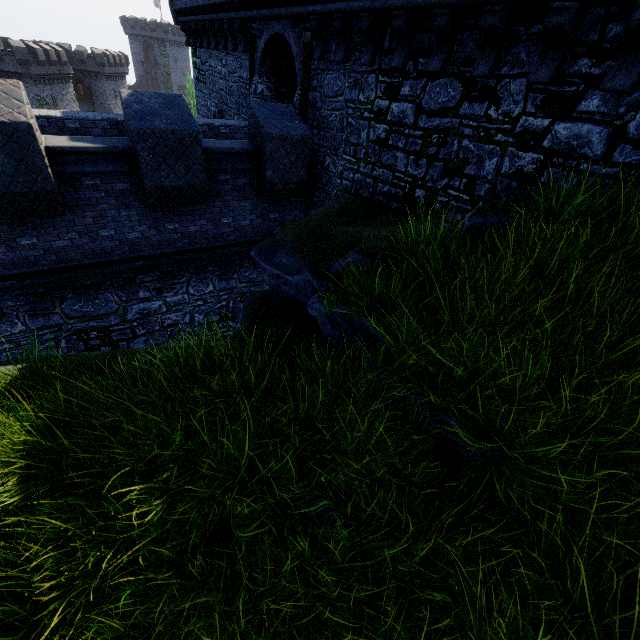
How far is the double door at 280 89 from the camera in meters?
11.5

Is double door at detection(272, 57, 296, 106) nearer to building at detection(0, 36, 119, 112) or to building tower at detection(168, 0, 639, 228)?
building tower at detection(168, 0, 639, 228)

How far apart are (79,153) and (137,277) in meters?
3.4

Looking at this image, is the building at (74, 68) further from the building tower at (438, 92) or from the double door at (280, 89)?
the double door at (280, 89)

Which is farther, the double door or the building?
the building

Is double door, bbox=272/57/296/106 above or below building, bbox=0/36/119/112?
above

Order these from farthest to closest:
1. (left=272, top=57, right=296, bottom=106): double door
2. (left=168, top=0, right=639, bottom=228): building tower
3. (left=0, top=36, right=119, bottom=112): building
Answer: (left=0, top=36, right=119, bottom=112): building
(left=272, top=57, right=296, bottom=106): double door
(left=168, top=0, right=639, bottom=228): building tower

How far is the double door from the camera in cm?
1147
